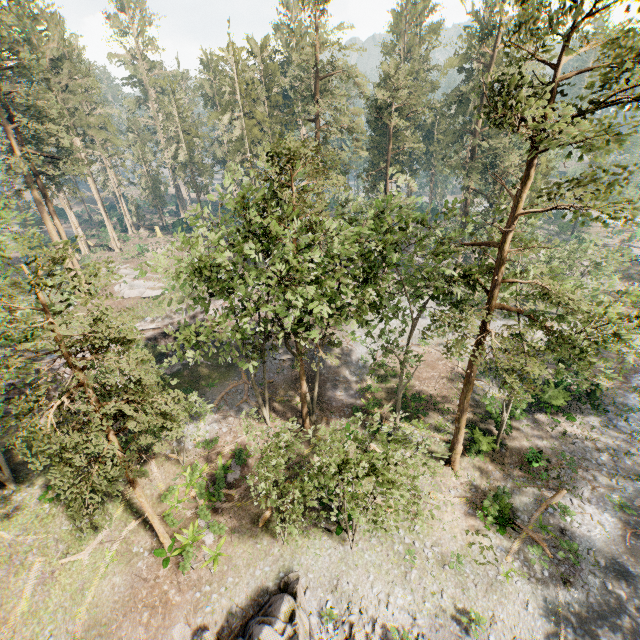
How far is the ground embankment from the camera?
32.19m

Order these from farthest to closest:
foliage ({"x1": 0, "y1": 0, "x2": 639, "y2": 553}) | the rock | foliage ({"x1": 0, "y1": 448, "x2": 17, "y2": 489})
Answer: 1. foliage ({"x1": 0, "y1": 448, "x2": 17, "y2": 489})
2. the rock
3. foliage ({"x1": 0, "y1": 0, "x2": 639, "y2": 553})

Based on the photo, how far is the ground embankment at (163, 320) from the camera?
32.2m

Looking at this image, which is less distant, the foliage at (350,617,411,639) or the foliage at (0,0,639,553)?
the foliage at (0,0,639,553)

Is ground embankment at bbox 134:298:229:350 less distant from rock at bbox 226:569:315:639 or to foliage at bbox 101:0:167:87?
foliage at bbox 101:0:167:87

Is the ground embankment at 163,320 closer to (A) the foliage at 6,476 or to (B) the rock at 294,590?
(A) the foliage at 6,476

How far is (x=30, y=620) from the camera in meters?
16.7 m
